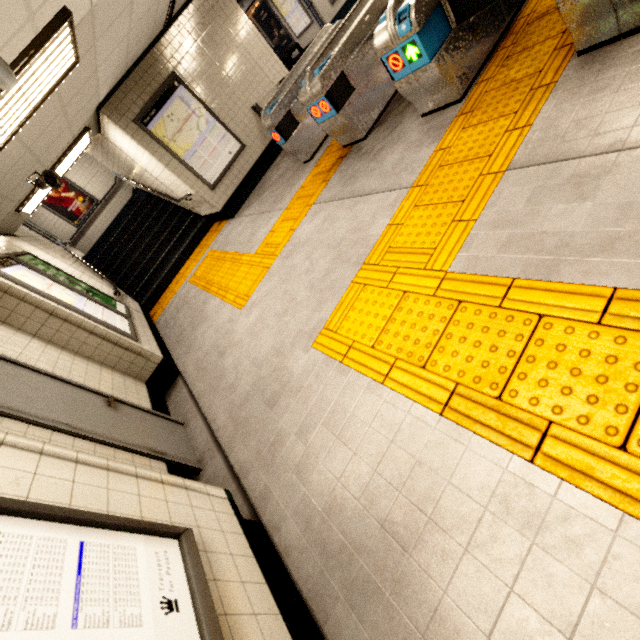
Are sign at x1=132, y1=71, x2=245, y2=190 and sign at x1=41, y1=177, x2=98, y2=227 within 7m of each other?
no

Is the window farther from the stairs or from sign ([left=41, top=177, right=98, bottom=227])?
sign ([left=41, top=177, right=98, bottom=227])

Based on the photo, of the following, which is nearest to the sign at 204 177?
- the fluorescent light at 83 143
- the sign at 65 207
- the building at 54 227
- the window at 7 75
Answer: the fluorescent light at 83 143

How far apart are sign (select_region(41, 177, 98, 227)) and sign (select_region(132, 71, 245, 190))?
8.0 meters

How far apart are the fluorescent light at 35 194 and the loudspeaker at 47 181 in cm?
60

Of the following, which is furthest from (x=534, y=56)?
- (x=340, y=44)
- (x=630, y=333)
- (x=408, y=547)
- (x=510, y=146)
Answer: (x=408, y=547)

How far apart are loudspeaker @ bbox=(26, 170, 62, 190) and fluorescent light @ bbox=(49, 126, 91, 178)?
0.6 meters

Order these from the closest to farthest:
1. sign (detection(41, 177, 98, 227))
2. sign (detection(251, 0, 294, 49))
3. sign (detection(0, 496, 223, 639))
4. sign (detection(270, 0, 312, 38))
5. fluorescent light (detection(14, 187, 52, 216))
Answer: sign (detection(0, 496, 223, 639)) → fluorescent light (detection(14, 187, 52, 216)) → sign (detection(41, 177, 98, 227)) → sign (detection(270, 0, 312, 38)) → sign (detection(251, 0, 294, 49))
